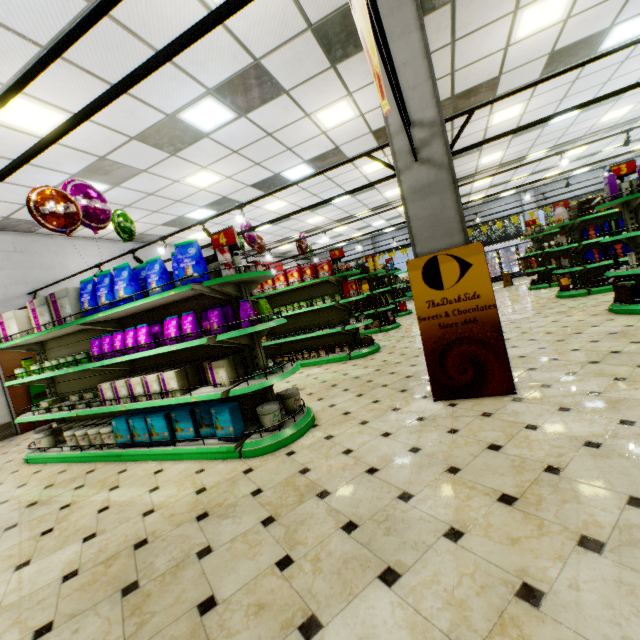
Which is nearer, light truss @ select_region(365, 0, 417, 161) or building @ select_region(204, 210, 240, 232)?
light truss @ select_region(365, 0, 417, 161)

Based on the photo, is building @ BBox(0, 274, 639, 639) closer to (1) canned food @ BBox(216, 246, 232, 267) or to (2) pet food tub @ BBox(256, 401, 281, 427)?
(2) pet food tub @ BBox(256, 401, 281, 427)

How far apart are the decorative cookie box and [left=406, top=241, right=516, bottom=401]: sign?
6.54m

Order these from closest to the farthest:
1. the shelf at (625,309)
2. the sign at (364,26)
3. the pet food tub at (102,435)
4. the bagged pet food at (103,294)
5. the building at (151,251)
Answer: the sign at (364,26) < the bagged pet food at (103,294) < the pet food tub at (102,435) < the shelf at (625,309) < the building at (151,251)

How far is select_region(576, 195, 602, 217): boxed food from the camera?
7.85m

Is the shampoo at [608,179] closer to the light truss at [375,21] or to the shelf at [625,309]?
the shelf at [625,309]

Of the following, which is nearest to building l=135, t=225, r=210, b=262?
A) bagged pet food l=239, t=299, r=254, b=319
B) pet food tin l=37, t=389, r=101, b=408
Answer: pet food tin l=37, t=389, r=101, b=408

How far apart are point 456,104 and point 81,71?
7.0m
